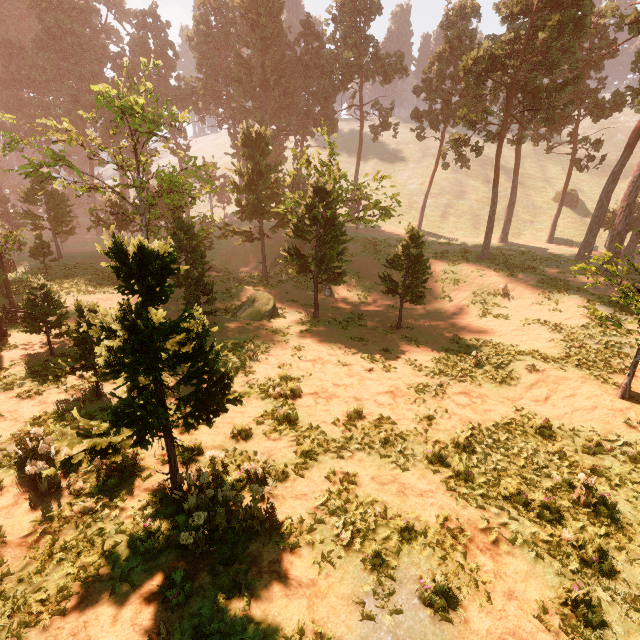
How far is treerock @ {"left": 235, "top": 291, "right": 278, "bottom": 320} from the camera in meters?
21.2

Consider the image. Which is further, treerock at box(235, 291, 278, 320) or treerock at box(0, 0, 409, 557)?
treerock at box(235, 291, 278, 320)

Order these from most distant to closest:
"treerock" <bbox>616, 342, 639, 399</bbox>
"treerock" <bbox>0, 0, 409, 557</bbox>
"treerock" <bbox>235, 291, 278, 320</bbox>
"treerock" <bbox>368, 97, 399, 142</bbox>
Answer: "treerock" <bbox>368, 97, 399, 142</bbox> < "treerock" <bbox>235, 291, 278, 320</bbox> < "treerock" <bbox>616, 342, 639, 399</bbox> < "treerock" <bbox>0, 0, 409, 557</bbox>

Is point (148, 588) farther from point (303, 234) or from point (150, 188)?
point (150, 188)

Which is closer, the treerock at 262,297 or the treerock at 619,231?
the treerock at 619,231
